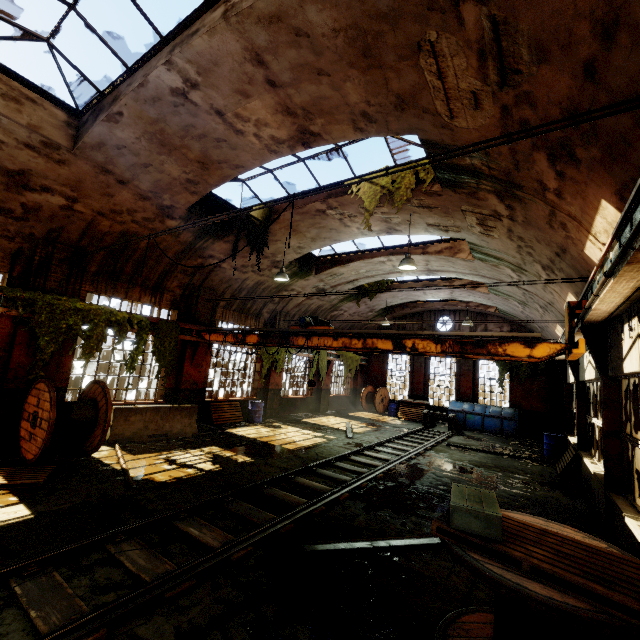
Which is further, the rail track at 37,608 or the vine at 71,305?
the vine at 71,305

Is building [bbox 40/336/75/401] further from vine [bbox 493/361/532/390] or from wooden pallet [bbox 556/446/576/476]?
wooden pallet [bbox 556/446/576/476]

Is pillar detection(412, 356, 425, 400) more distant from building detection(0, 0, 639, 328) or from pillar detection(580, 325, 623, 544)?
pillar detection(580, 325, 623, 544)

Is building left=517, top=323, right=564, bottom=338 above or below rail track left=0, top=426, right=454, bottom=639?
above

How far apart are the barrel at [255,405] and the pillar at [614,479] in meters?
12.0

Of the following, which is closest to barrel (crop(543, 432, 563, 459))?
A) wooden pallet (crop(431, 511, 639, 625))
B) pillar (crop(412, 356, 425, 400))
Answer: pillar (crop(412, 356, 425, 400))

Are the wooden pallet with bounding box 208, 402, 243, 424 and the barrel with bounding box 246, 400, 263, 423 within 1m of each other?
yes

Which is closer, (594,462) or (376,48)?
(376,48)
